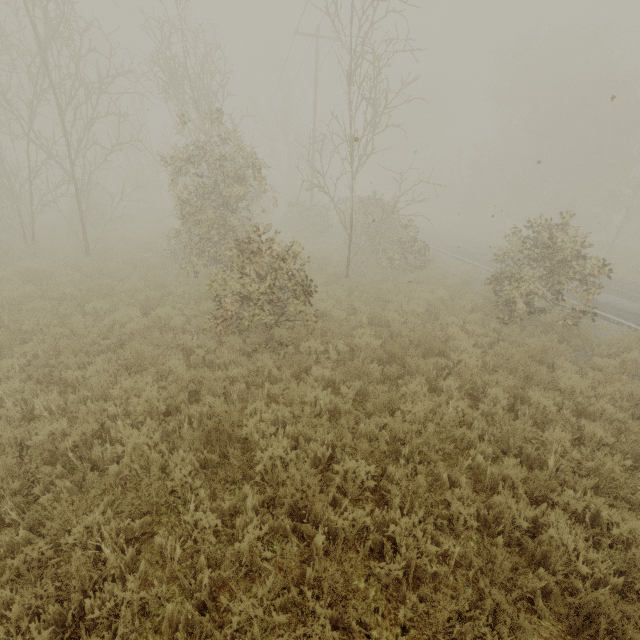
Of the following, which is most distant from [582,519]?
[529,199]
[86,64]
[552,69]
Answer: [86,64]
